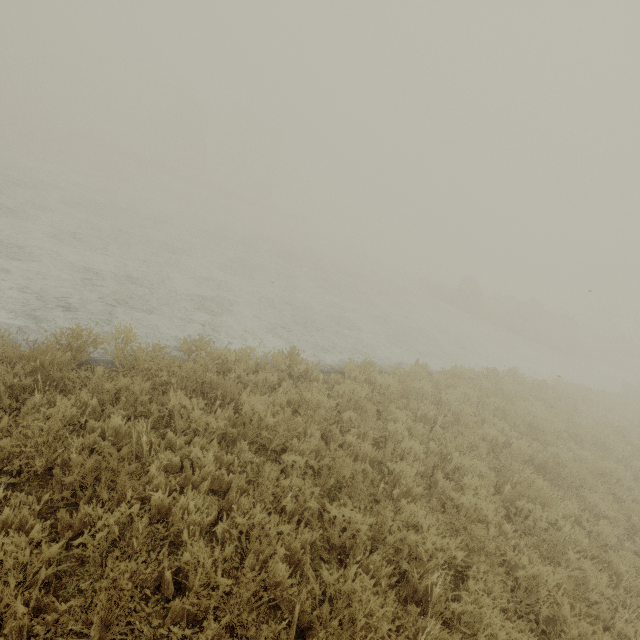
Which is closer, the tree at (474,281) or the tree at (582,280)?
the tree at (474,281)

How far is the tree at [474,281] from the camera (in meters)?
31.70

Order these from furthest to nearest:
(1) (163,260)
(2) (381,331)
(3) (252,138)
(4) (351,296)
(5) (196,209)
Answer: (3) (252,138)
(5) (196,209)
(4) (351,296)
(2) (381,331)
(1) (163,260)

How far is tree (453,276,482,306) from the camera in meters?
31.7 m

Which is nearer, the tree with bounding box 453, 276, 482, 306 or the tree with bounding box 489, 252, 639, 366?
the tree with bounding box 453, 276, 482, 306
